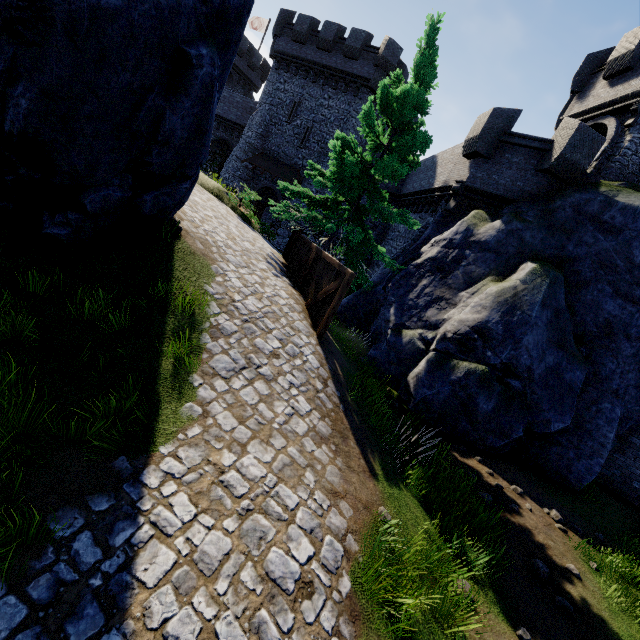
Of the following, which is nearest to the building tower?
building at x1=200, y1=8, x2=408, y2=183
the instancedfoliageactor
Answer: building at x1=200, y1=8, x2=408, y2=183

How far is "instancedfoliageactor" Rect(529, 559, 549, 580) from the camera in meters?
5.9

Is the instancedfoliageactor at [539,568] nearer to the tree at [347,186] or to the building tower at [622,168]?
the tree at [347,186]

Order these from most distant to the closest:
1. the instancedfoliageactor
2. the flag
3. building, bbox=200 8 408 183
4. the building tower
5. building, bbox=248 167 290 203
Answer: the flag, building, bbox=248 167 290 203, building, bbox=200 8 408 183, the building tower, the instancedfoliageactor

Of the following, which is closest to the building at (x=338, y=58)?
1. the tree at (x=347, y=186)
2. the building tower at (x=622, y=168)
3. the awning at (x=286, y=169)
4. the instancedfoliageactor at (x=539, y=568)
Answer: the awning at (x=286, y=169)

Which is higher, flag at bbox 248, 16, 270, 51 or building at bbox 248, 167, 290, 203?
flag at bbox 248, 16, 270, 51

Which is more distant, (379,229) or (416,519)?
(379,229)

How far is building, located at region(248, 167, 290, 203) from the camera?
28.4m
